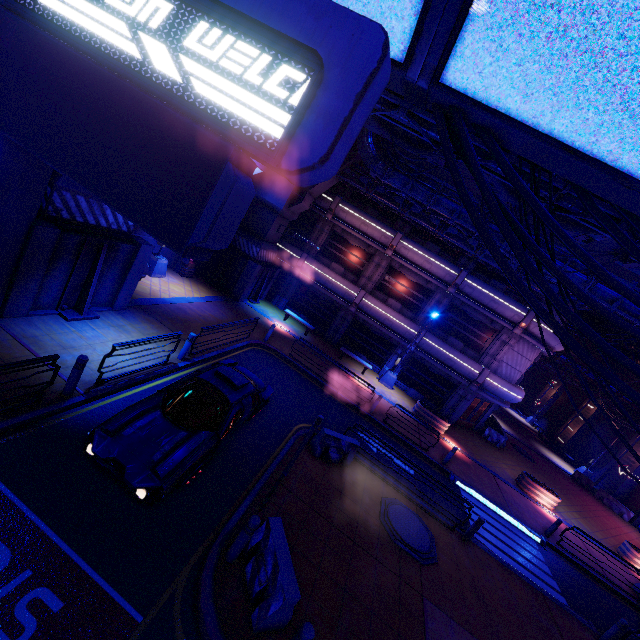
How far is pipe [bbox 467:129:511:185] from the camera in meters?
6.7 m

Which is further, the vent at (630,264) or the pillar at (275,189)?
the pillar at (275,189)

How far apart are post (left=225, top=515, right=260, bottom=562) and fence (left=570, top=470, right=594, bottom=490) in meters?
34.1

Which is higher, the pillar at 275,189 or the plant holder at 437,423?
the pillar at 275,189

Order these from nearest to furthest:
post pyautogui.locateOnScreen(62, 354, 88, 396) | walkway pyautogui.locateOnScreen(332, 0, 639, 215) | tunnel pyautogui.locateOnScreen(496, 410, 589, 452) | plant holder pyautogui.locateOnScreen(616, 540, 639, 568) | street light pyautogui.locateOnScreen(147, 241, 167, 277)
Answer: walkway pyautogui.locateOnScreen(332, 0, 639, 215) < post pyautogui.locateOnScreen(62, 354, 88, 396) < street light pyautogui.locateOnScreen(147, 241, 167, 277) < plant holder pyautogui.locateOnScreen(616, 540, 639, 568) < tunnel pyautogui.locateOnScreen(496, 410, 589, 452)

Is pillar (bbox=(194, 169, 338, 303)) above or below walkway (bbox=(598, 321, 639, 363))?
below

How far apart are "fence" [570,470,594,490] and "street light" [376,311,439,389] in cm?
2032

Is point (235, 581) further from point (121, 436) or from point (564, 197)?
point (564, 197)
